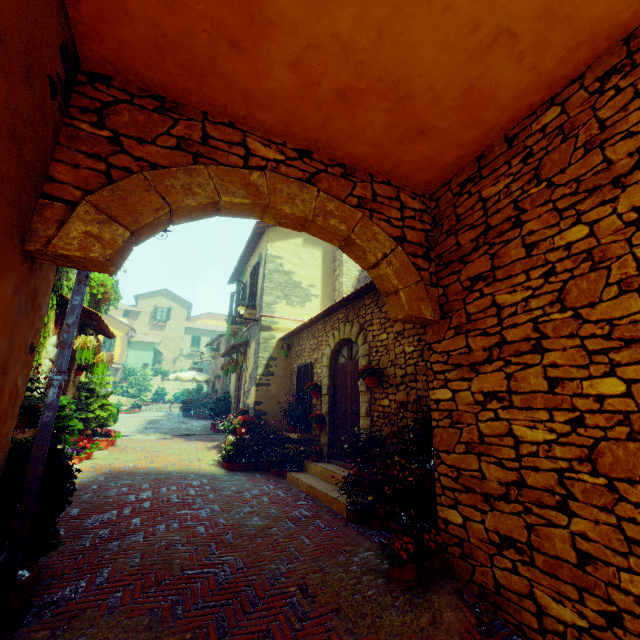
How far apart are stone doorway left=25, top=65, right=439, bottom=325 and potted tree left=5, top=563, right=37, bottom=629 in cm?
161

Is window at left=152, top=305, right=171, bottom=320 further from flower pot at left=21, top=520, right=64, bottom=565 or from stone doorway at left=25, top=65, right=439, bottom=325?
flower pot at left=21, top=520, right=64, bottom=565

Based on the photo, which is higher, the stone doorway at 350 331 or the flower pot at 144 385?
the flower pot at 144 385

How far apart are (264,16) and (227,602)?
5.0 meters

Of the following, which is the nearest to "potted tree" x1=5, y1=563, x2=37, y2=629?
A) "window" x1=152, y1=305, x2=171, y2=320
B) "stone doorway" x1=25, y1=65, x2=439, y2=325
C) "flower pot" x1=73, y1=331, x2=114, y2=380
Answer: "stone doorway" x1=25, y1=65, x2=439, y2=325

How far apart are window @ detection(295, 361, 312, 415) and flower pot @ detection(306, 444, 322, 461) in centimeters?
94cm

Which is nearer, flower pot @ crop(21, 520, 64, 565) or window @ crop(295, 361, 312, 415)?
flower pot @ crop(21, 520, 64, 565)

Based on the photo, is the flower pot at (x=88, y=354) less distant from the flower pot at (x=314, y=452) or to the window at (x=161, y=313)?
the window at (x=161, y=313)
